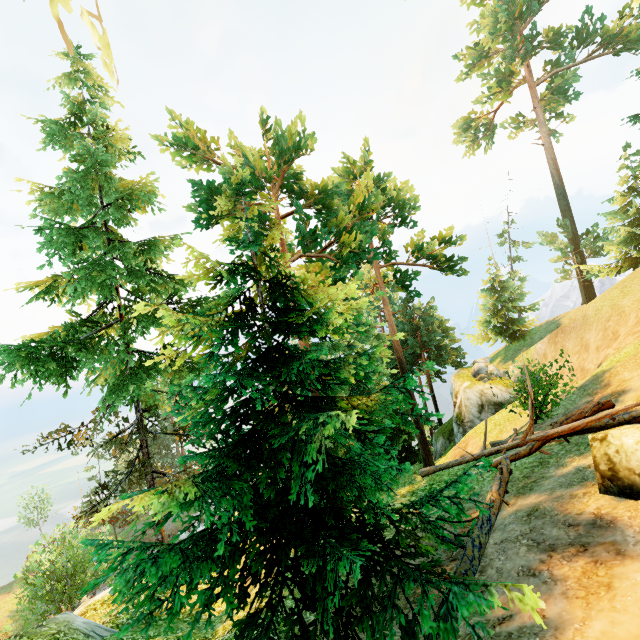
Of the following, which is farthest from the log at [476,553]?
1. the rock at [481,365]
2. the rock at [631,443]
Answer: the rock at [481,365]

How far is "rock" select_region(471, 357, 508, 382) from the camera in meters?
28.6 m

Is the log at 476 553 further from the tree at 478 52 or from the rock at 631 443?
the rock at 631 443

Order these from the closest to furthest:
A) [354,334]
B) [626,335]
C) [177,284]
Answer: [354,334]
[626,335]
[177,284]

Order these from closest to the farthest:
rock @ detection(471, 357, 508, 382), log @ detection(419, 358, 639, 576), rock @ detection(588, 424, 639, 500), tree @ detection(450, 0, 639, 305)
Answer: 1. rock @ detection(588, 424, 639, 500)
2. log @ detection(419, 358, 639, 576)
3. tree @ detection(450, 0, 639, 305)
4. rock @ detection(471, 357, 508, 382)

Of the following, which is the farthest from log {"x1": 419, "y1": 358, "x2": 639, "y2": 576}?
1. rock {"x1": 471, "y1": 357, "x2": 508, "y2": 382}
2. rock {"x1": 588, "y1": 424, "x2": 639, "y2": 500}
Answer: rock {"x1": 471, "y1": 357, "x2": 508, "y2": 382}

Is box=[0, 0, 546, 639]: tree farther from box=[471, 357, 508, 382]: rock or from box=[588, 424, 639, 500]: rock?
box=[471, 357, 508, 382]: rock

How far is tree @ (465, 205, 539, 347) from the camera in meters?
32.9 m
